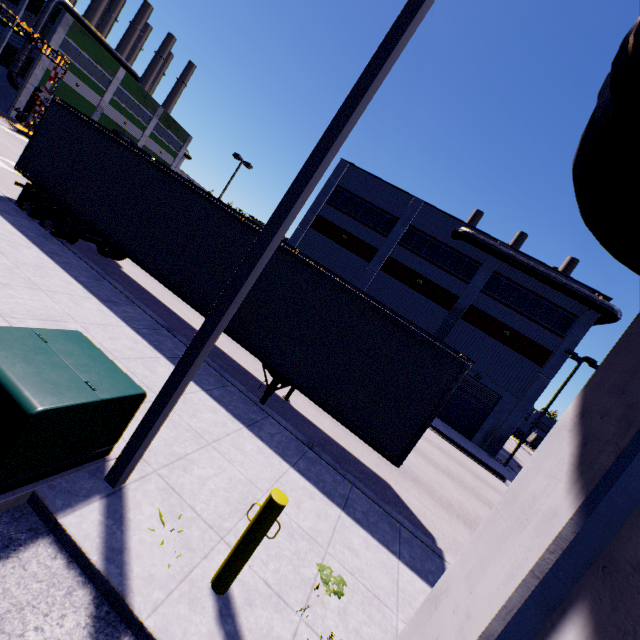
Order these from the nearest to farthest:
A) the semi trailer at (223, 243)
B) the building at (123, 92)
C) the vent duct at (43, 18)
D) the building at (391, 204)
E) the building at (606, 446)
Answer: the building at (606, 446), the semi trailer at (223, 243), the building at (391, 204), the vent duct at (43, 18), the building at (123, 92)

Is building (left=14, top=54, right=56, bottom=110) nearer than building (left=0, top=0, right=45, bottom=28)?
Yes

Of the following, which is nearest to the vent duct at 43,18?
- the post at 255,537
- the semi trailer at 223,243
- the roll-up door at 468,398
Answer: the semi trailer at 223,243

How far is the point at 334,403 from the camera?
7.5m

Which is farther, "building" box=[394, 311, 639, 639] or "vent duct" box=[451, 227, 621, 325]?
"vent duct" box=[451, 227, 621, 325]

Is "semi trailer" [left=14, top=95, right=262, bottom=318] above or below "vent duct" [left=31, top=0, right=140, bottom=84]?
below

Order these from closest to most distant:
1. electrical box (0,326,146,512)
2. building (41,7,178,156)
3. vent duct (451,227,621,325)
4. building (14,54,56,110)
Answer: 1. electrical box (0,326,146,512)
2. vent duct (451,227,621,325)
3. building (14,54,56,110)
4. building (41,7,178,156)

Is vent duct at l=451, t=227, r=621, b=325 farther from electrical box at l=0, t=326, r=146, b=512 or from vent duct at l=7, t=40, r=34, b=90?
vent duct at l=7, t=40, r=34, b=90
